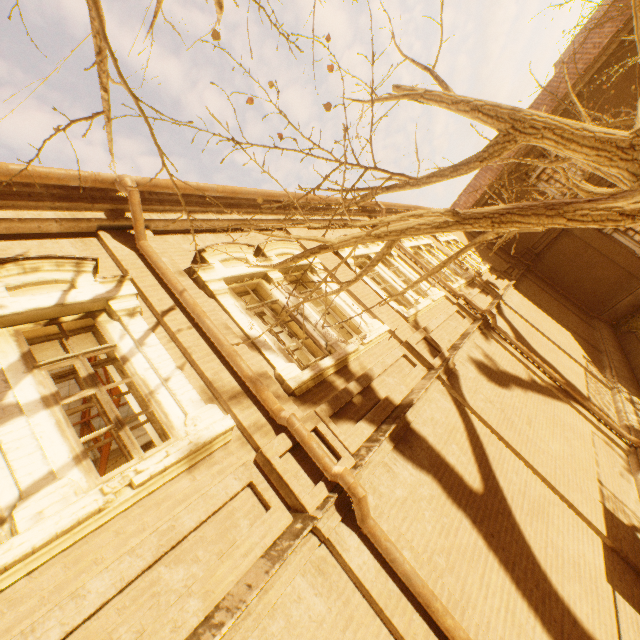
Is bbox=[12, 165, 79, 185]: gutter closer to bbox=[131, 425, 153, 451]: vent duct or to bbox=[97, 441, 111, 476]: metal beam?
bbox=[97, 441, 111, 476]: metal beam

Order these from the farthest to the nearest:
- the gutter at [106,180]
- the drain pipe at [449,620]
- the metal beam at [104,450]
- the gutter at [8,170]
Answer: the metal beam at [104,450]
the gutter at [106,180]
the gutter at [8,170]
the drain pipe at [449,620]

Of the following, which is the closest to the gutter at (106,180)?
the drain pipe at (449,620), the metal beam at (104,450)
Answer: the drain pipe at (449,620)

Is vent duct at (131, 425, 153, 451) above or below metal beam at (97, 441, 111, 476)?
above

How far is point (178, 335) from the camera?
4.0m

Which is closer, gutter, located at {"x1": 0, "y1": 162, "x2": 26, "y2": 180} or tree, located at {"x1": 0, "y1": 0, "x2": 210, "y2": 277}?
tree, located at {"x1": 0, "y1": 0, "x2": 210, "y2": 277}

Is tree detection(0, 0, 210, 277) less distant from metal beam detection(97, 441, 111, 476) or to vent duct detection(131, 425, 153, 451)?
metal beam detection(97, 441, 111, 476)

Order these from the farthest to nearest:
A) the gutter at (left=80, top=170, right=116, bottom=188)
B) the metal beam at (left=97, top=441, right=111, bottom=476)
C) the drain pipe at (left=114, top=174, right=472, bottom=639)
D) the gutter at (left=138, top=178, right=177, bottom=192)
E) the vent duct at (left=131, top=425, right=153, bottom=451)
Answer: the vent duct at (left=131, top=425, right=153, bottom=451)
the metal beam at (left=97, top=441, right=111, bottom=476)
the gutter at (left=138, top=178, right=177, bottom=192)
the gutter at (left=80, top=170, right=116, bottom=188)
the drain pipe at (left=114, top=174, right=472, bottom=639)
